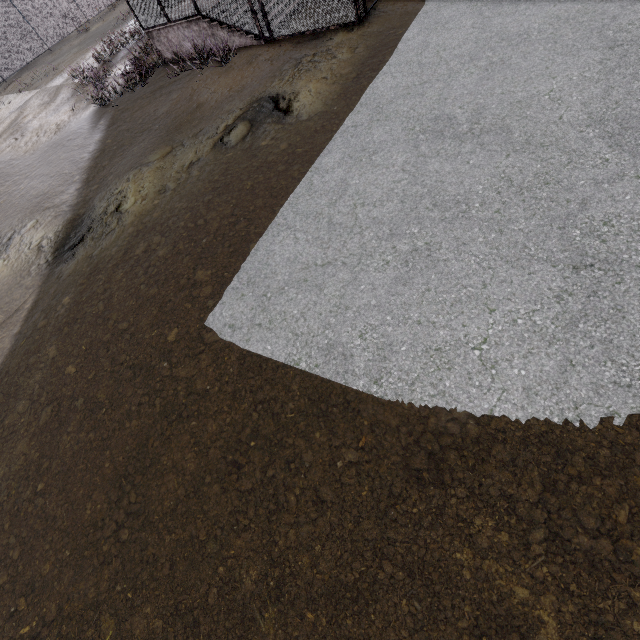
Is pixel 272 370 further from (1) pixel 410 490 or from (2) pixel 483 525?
(2) pixel 483 525
